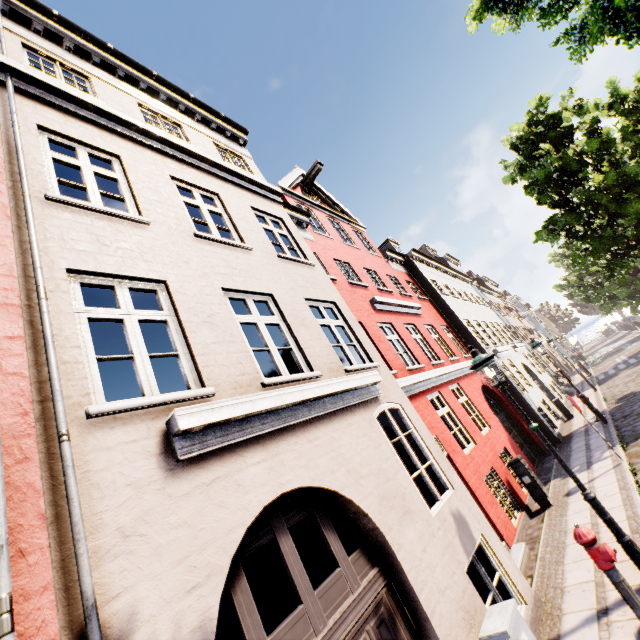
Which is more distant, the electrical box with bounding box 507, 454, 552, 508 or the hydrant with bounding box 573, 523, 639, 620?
the electrical box with bounding box 507, 454, 552, 508

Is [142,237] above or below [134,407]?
above

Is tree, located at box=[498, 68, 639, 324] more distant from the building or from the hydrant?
the hydrant

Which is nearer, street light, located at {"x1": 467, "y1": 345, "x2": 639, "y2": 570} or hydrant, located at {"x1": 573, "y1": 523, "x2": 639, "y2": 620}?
hydrant, located at {"x1": 573, "y1": 523, "x2": 639, "y2": 620}

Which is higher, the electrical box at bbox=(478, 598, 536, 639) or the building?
the building

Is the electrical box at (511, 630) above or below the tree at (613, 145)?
below

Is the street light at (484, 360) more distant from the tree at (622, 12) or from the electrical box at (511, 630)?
the tree at (622, 12)

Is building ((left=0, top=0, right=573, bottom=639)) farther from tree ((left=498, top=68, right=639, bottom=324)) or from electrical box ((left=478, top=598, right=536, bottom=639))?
tree ((left=498, top=68, right=639, bottom=324))
